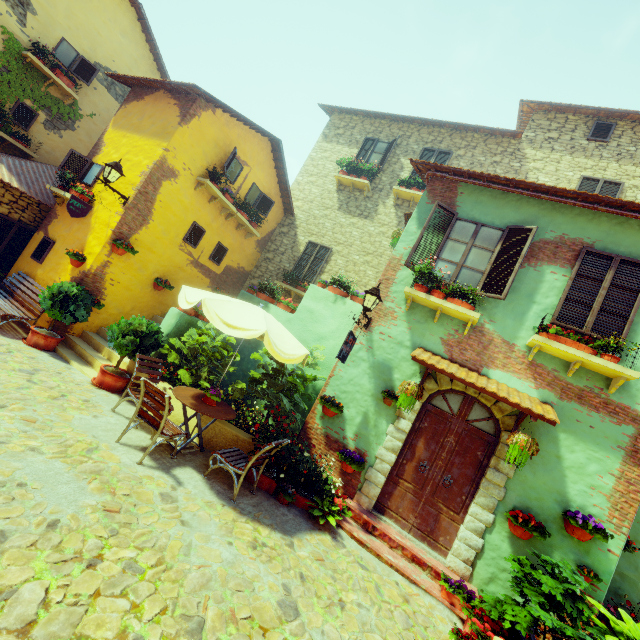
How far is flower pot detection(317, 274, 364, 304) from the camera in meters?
8.4 m

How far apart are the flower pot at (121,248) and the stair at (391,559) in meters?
7.8

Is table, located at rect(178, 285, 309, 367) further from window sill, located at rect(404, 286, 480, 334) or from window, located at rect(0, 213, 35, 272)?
window, located at rect(0, 213, 35, 272)

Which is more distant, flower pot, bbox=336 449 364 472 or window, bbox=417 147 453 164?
window, bbox=417 147 453 164

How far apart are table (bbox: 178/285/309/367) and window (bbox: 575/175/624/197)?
9.4m

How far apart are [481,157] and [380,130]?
4.20m

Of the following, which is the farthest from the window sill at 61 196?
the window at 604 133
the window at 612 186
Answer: the window at 604 133

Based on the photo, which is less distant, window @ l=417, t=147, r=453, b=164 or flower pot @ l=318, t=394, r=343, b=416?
flower pot @ l=318, t=394, r=343, b=416
